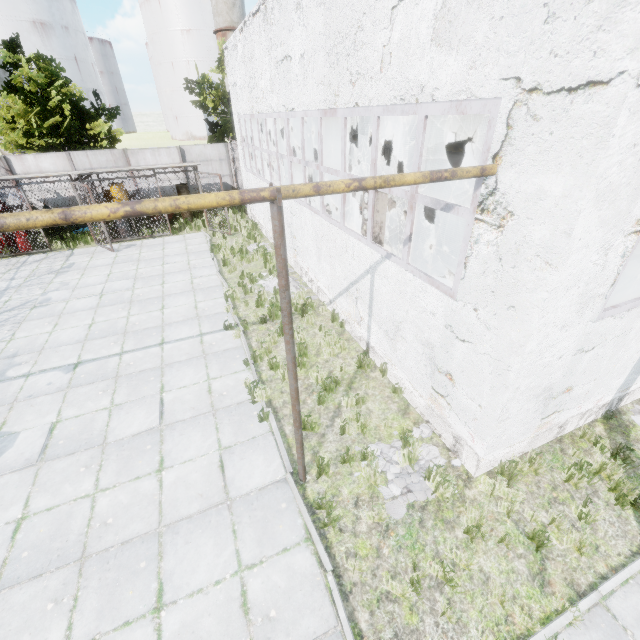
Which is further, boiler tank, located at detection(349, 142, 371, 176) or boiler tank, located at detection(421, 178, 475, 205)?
boiler tank, located at detection(349, 142, 371, 176)

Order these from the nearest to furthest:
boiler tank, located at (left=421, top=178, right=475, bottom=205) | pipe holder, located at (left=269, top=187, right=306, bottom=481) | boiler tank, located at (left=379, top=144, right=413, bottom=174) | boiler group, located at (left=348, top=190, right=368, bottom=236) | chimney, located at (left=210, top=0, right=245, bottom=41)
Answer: pipe holder, located at (left=269, top=187, right=306, bottom=481) < boiler group, located at (left=348, top=190, right=368, bottom=236) < boiler tank, located at (left=421, top=178, right=475, bottom=205) < boiler tank, located at (left=379, top=144, right=413, bottom=174) < chimney, located at (left=210, top=0, right=245, bottom=41)

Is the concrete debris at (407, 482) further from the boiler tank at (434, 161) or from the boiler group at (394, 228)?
the boiler tank at (434, 161)

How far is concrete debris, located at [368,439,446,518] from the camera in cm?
494

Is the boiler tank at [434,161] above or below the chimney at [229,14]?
below

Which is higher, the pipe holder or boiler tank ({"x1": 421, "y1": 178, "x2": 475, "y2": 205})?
the pipe holder

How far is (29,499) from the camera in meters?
5.2

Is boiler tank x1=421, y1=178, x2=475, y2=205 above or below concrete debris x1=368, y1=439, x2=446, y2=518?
above
